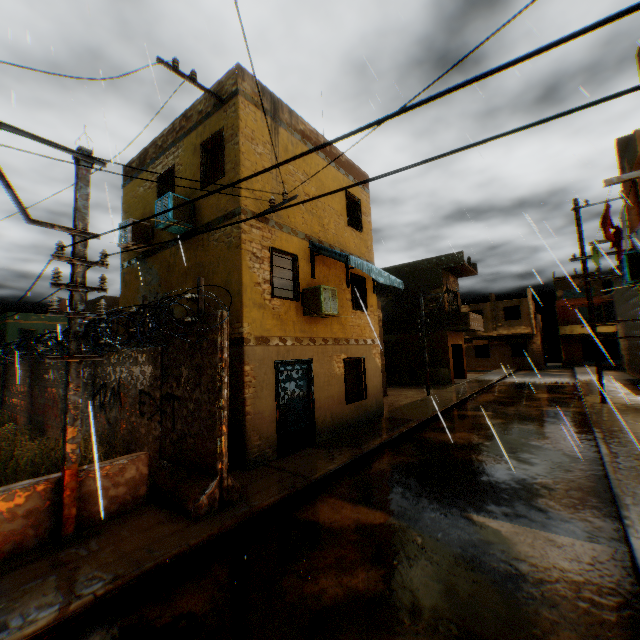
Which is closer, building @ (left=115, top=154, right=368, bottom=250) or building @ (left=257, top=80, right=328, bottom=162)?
building @ (left=115, top=154, right=368, bottom=250)

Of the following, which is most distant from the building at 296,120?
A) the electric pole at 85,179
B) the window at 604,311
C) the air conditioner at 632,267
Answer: the window at 604,311

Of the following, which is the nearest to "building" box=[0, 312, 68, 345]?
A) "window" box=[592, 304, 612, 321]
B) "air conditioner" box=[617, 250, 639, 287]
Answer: "air conditioner" box=[617, 250, 639, 287]

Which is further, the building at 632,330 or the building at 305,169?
the building at 632,330

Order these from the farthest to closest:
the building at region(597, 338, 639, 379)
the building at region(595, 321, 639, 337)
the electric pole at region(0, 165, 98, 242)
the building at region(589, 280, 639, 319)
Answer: the building at region(597, 338, 639, 379)
the building at region(595, 321, 639, 337)
the building at region(589, 280, 639, 319)
the electric pole at region(0, 165, 98, 242)

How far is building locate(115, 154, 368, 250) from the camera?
8.1m

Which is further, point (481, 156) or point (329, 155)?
point (329, 155)

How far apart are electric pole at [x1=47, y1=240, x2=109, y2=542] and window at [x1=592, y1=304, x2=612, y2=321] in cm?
4341
